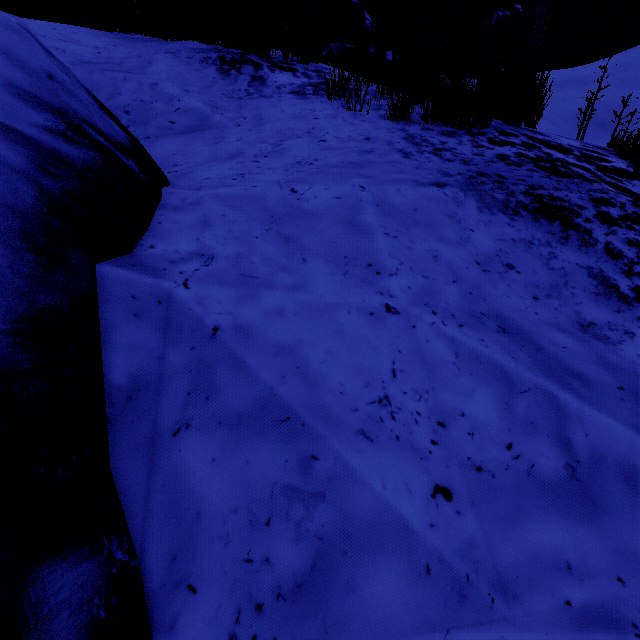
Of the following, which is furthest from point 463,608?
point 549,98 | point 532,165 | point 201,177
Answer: point 549,98

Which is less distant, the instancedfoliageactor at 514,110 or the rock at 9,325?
the rock at 9,325

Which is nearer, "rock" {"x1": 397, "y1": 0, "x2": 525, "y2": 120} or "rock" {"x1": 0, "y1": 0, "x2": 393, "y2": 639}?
"rock" {"x1": 0, "y1": 0, "x2": 393, "y2": 639}

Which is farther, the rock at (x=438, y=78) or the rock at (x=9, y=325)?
the rock at (x=438, y=78)

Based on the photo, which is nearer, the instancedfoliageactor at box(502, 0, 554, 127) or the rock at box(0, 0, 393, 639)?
the rock at box(0, 0, 393, 639)
